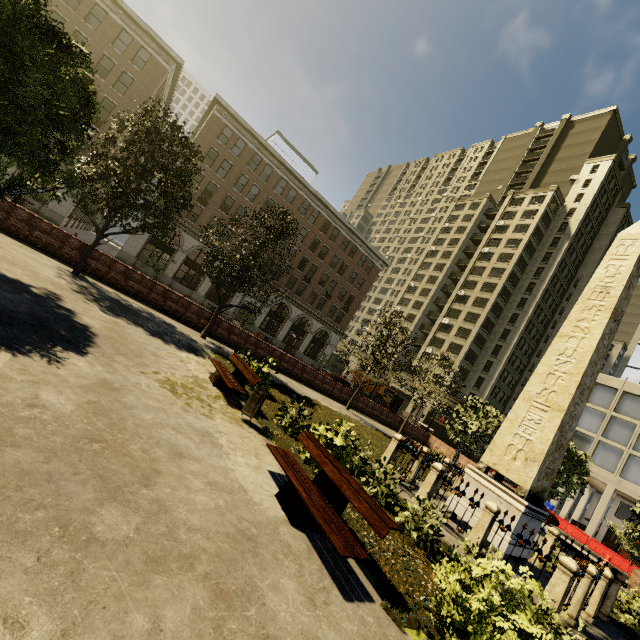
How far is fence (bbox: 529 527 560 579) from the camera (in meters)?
7.05

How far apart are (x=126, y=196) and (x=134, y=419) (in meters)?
12.01

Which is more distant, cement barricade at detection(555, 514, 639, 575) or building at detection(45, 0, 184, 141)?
building at detection(45, 0, 184, 141)

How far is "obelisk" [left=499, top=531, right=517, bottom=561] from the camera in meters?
8.8 m

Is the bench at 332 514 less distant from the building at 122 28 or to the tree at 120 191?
the tree at 120 191

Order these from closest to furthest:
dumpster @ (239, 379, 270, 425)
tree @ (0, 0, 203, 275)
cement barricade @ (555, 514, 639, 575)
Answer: tree @ (0, 0, 203, 275) → dumpster @ (239, 379, 270, 425) → cement barricade @ (555, 514, 639, 575)

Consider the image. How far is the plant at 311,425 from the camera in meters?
7.6 m

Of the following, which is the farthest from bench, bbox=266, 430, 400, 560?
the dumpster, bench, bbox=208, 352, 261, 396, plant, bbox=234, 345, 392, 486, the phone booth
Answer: the phone booth
